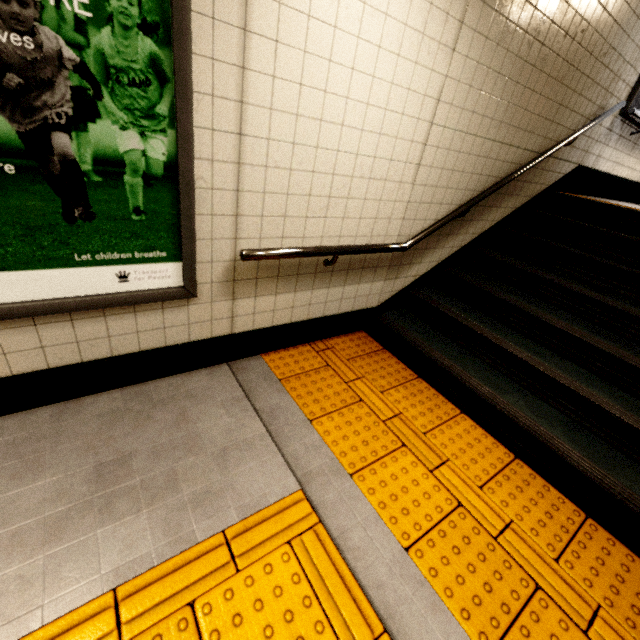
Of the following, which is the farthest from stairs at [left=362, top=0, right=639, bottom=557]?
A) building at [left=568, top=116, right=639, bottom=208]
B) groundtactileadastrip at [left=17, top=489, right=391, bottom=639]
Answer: groundtactileadastrip at [left=17, top=489, right=391, bottom=639]

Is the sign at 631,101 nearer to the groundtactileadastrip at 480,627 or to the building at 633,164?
the building at 633,164

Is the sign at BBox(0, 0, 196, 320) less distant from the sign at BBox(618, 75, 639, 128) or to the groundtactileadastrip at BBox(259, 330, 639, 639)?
the groundtactileadastrip at BBox(259, 330, 639, 639)

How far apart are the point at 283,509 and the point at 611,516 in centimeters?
194cm

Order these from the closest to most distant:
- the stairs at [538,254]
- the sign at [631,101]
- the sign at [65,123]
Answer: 1. the sign at [65,123]
2. the stairs at [538,254]
3. the sign at [631,101]

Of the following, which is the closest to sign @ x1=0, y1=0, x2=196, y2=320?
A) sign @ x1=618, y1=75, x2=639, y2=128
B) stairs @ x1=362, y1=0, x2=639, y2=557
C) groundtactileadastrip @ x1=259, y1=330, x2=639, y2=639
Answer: groundtactileadastrip @ x1=259, y1=330, x2=639, y2=639

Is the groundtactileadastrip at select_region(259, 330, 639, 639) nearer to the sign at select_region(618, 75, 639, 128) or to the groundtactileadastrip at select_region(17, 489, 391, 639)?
the groundtactileadastrip at select_region(17, 489, 391, 639)

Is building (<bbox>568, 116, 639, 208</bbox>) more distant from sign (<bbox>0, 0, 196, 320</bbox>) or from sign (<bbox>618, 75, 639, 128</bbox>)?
sign (<bbox>0, 0, 196, 320</bbox>)
